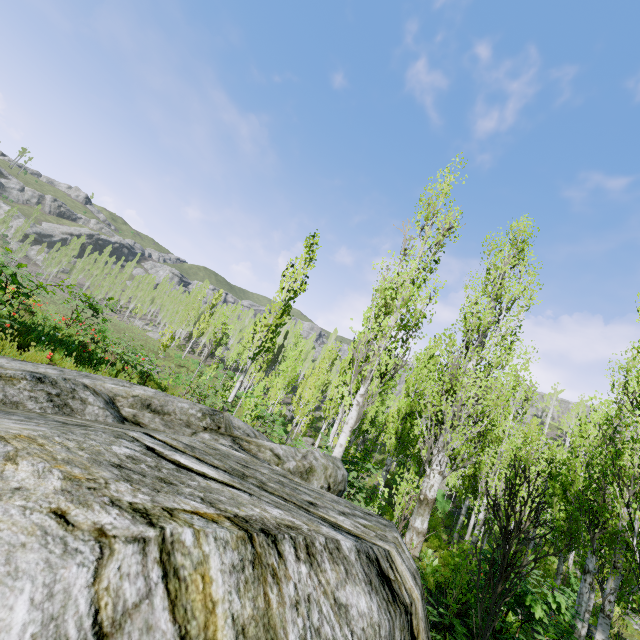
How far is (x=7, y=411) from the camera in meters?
2.2 m

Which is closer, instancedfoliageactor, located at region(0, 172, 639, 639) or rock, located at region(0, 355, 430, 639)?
rock, located at region(0, 355, 430, 639)

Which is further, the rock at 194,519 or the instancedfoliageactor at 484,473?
the instancedfoliageactor at 484,473
